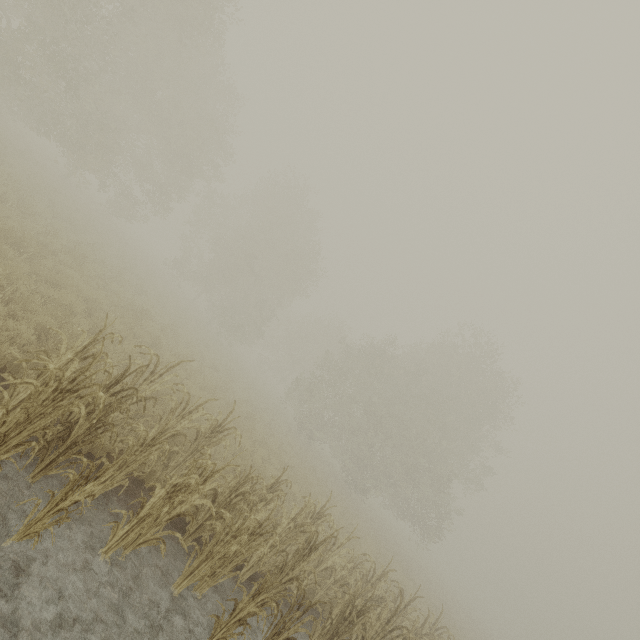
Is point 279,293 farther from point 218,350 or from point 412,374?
point 412,374
